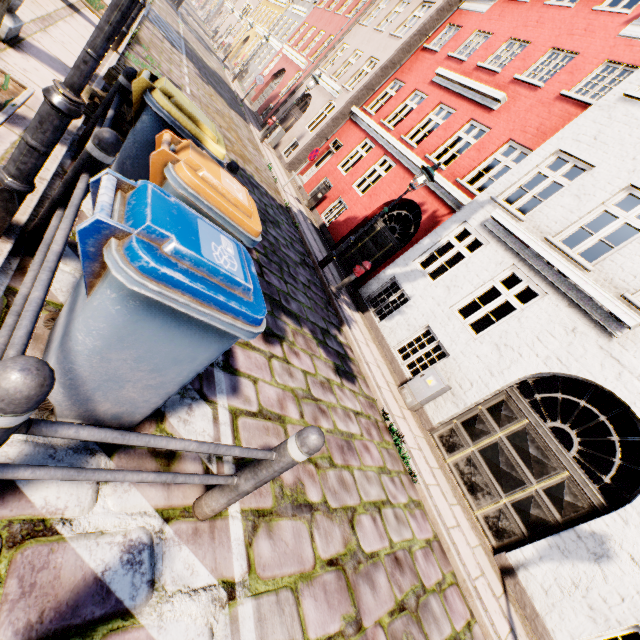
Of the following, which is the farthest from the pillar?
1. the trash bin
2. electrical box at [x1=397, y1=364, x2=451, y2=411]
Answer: electrical box at [x1=397, y1=364, x2=451, y2=411]

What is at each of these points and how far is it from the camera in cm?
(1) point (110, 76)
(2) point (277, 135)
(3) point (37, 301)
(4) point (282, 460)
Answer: (1) pallet, 401
(2) electrical box, 1741
(3) railing, 137
(4) bollard, 193

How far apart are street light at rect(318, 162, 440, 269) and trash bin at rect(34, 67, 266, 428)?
6.8m

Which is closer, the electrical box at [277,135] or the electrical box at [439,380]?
the electrical box at [439,380]

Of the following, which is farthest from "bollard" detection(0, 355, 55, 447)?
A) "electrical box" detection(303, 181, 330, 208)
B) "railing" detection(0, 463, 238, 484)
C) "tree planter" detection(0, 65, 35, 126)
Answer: "electrical box" detection(303, 181, 330, 208)

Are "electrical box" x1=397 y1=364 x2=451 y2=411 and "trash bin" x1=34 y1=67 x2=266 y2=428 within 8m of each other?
yes

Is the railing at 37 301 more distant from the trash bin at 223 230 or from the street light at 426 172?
the street light at 426 172

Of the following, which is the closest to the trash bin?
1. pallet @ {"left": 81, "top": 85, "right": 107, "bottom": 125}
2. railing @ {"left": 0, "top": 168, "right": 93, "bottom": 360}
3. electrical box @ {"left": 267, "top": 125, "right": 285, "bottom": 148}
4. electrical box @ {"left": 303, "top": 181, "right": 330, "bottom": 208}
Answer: railing @ {"left": 0, "top": 168, "right": 93, "bottom": 360}
